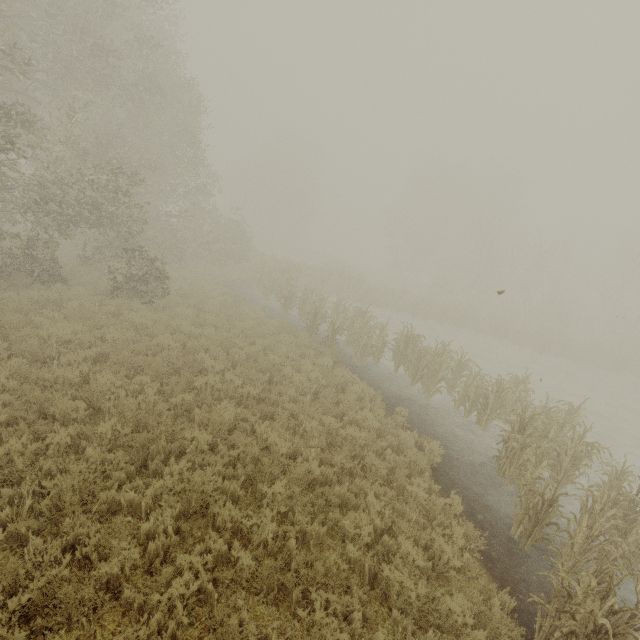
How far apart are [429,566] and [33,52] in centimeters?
2053cm
